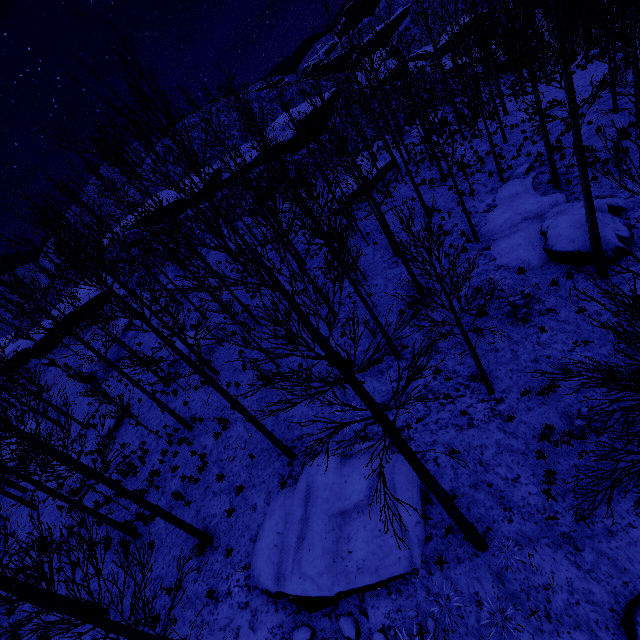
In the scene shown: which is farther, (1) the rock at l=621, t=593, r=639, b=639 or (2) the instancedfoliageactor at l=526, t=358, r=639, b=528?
(1) the rock at l=621, t=593, r=639, b=639

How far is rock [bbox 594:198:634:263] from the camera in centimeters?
1062cm

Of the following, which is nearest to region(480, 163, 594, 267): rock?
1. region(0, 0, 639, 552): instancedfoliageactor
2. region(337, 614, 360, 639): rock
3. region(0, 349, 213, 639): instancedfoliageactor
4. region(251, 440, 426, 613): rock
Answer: region(0, 0, 639, 552): instancedfoliageactor

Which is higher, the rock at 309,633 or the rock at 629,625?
the rock at 309,633

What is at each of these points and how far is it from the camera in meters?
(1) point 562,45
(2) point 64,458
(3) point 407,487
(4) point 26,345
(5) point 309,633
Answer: (1) instancedfoliageactor, 7.3 m
(2) instancedfoliageactor, 7.9 m
(3) rock, 8.7 m
(4) rock, 35.9 m
(5) rock, 7.4 m

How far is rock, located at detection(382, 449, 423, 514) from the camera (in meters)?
8.41

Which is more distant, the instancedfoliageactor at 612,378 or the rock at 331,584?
the rock at 331,584

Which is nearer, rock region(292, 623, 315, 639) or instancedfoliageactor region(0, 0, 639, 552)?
instancedfoliageactor region(0, 0, 639, 552)
